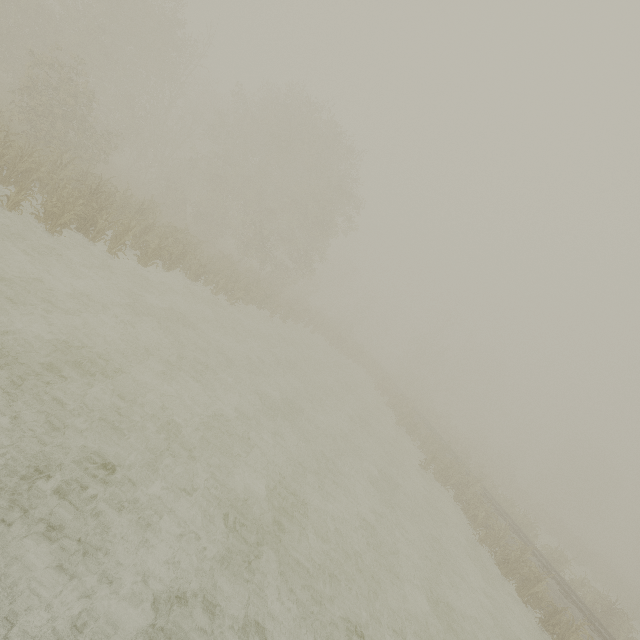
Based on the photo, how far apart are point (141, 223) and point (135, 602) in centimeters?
1495cm
